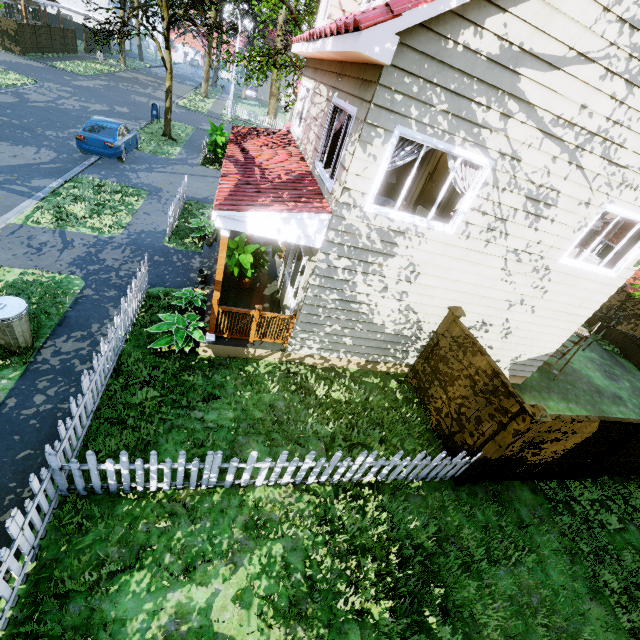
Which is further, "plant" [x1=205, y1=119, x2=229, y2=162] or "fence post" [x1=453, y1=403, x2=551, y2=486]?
"plant" [x1=205, y1=119, x2=229, y2=162]

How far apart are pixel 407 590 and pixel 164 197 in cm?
1498

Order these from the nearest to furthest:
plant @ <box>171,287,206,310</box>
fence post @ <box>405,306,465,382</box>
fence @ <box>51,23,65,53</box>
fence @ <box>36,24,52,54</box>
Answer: fence post @ <box>405,306,465,382</box>
plant @ <box>171,287,206,310</box>
fence @ <box>36,24,52,54</box>
fence @ <box>51,23,65,53</box>

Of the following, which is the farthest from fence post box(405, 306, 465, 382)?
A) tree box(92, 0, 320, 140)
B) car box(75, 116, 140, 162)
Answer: car box(75, 116, 140, 162)

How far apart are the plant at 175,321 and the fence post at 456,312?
5.3 meters

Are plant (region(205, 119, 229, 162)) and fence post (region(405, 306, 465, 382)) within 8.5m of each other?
no

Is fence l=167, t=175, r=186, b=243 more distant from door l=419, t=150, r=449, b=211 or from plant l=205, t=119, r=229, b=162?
door l=419, t=150, r=449, b=211

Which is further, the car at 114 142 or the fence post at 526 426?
the car at 114 142
